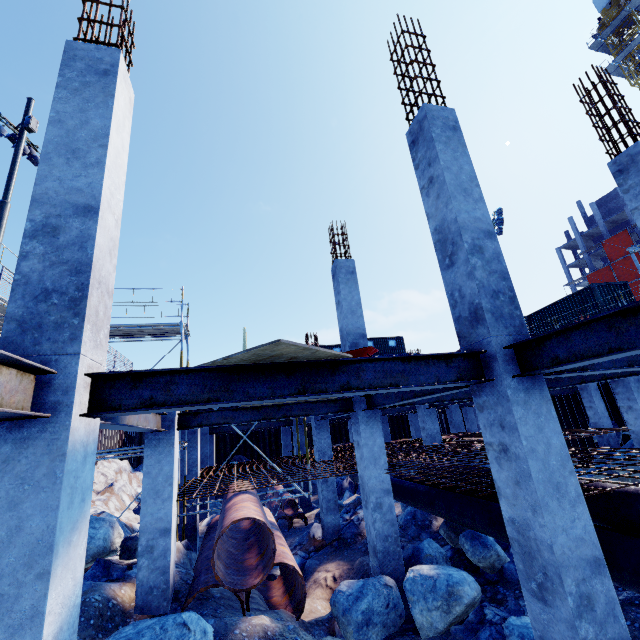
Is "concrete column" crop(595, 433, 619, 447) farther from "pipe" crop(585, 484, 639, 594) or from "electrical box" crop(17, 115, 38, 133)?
"electrical box" crop(17, 115, 38, 133)

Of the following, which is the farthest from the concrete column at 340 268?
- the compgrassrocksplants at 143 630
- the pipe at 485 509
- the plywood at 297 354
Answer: the compgrassrocksplants at 143 630

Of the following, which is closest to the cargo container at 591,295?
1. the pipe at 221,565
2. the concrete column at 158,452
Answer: the pipe at 221,565

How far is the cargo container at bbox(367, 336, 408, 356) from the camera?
36.4 meters

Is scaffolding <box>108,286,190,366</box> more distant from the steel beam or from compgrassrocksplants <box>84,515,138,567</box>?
the steel beam

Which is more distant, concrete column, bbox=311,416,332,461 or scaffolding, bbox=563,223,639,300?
scaffolding, bbox=563,223,639,300

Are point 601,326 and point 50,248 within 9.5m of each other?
yes

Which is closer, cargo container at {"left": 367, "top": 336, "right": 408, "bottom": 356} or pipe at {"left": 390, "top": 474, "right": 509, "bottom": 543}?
pipe at {"left": 390, "top": 474, "right": 509, "bottom": 543}
